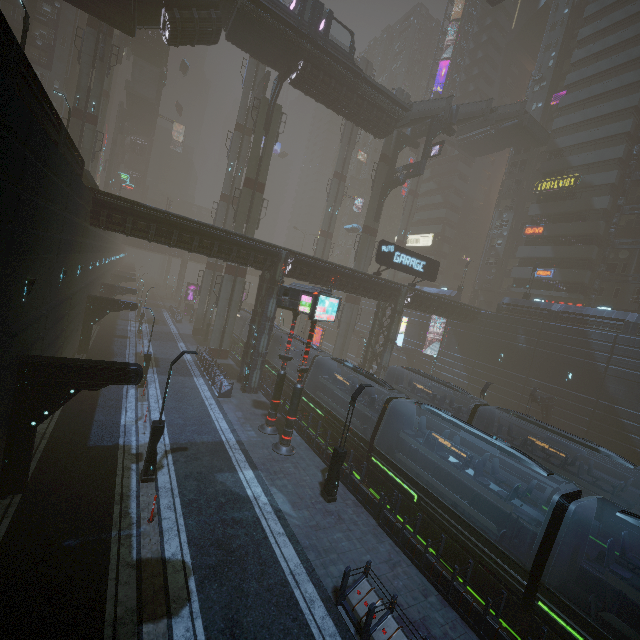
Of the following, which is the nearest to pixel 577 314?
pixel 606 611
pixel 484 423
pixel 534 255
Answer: pixel 534 255

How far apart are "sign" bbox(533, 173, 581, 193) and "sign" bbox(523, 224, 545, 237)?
4.3m

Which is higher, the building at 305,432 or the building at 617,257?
the building at 617,257

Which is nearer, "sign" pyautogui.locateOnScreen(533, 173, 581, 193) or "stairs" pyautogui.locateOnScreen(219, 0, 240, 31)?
"stairs" pyautogui.locateOnScreen(219, 0, 240, 31)

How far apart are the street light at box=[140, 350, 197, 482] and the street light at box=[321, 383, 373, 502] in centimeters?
707cm

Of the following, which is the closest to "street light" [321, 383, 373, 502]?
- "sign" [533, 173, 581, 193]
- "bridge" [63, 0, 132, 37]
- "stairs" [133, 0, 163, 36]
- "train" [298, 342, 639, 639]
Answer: "train" [298, 342, 639, 639]

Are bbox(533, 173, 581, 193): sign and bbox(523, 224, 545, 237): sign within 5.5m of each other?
yes

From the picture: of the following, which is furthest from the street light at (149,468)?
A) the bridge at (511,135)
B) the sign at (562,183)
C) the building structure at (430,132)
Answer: the bridge at (511,135)
